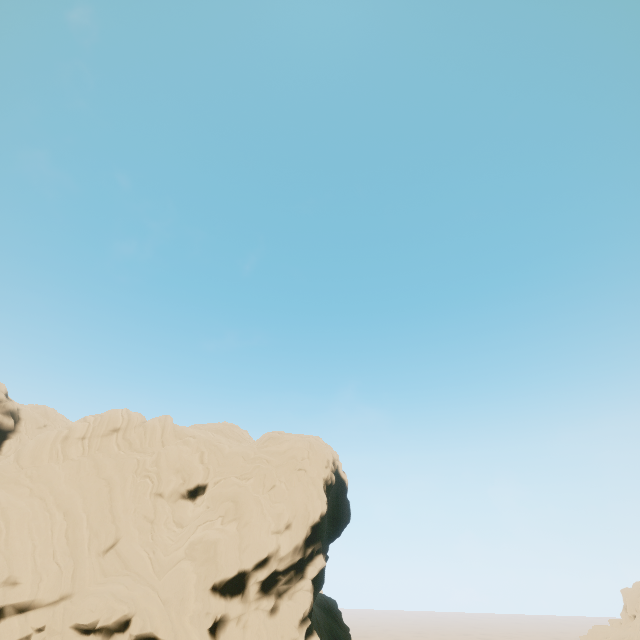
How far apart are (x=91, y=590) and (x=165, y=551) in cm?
536
